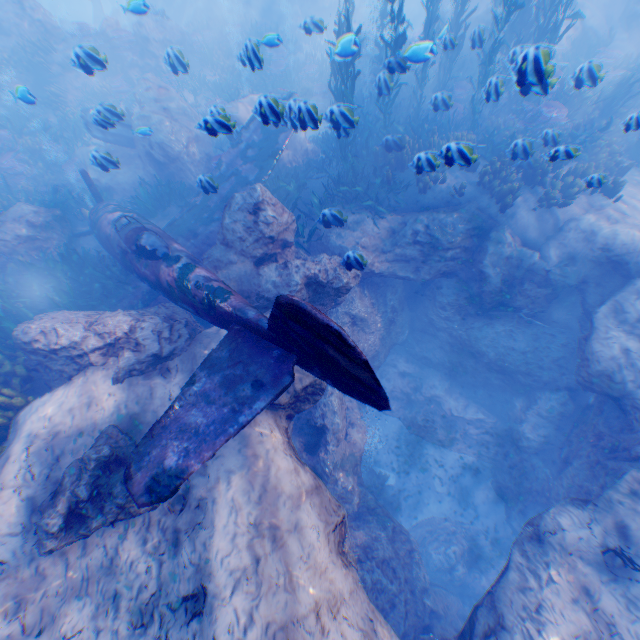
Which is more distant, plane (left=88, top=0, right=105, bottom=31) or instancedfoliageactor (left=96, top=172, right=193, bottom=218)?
plane (left=88, top=0, right=105, bottom=31)

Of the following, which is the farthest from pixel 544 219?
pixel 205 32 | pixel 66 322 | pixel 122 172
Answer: pixel 205 32

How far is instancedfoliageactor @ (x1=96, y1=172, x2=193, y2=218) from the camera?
10.72m

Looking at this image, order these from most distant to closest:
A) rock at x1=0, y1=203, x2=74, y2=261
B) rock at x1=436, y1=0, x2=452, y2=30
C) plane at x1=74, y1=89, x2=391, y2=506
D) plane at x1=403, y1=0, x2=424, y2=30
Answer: plane at x1=403, y1=0, x2=424, y2=30 → rock at x1=436, y1=0, x2=452, y2=30 → rock at x1=0, y1=203, x2=74, y2=261 → plane at x1=74, y1=89, x2=391, y2=506

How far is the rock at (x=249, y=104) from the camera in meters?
5.0

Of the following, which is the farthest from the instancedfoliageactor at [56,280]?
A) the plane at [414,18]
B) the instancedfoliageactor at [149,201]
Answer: the plane at [414,18]

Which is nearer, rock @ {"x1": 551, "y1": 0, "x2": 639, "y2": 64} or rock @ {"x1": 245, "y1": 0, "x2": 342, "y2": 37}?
rock @ {"x1": 245, "y1": 0, "x2": 342, "y2": 37}

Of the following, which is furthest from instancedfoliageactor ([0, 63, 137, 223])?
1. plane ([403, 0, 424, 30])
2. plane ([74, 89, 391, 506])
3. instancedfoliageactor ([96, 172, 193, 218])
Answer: plane ([403, 0, 424, 30])
